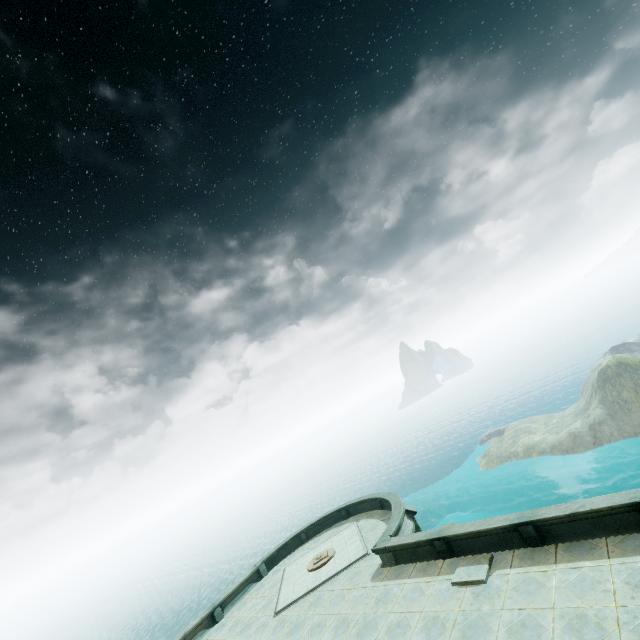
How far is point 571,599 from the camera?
8.75m
